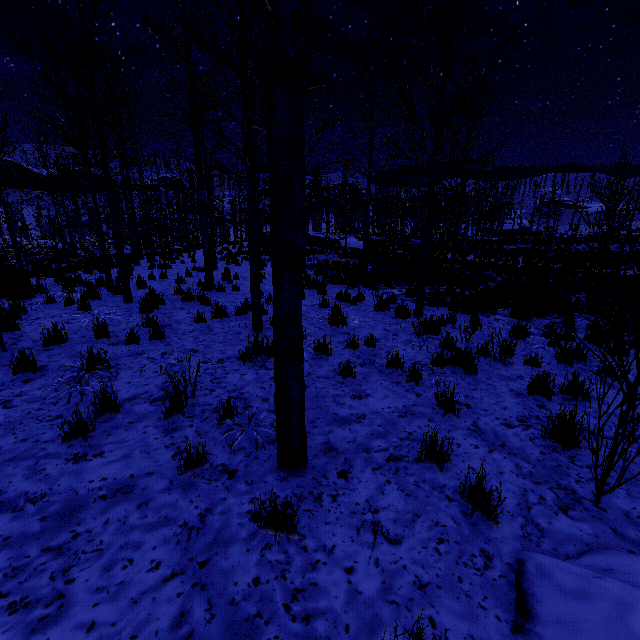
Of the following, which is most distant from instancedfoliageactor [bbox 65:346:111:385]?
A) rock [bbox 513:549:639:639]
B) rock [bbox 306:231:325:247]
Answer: rock [bbox 306:231:325:247]

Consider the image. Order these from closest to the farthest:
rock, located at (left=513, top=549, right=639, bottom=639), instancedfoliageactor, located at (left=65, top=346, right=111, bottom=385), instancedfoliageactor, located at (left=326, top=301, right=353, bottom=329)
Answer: rock, located at (left=513, top=549, right=639, bottom=639)
instancedfoliageactor, located at (left=65, top=346, right=111, bottom=385)
instancedfoliageactor, located at (left=326, top=301, right=353, bottom=329)

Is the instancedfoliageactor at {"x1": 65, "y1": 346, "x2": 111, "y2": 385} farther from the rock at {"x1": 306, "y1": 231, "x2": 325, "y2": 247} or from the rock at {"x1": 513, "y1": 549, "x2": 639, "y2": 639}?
the rock at {"x1": 306, "y1": 231, "x2": 325, "y2": 247}

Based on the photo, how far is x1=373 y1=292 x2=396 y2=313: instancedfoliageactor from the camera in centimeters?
858cm

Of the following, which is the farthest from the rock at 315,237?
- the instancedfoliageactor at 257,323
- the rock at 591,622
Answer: the rock at 591,622

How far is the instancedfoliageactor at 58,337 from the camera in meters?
5.1

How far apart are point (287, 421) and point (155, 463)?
1.3 meters
